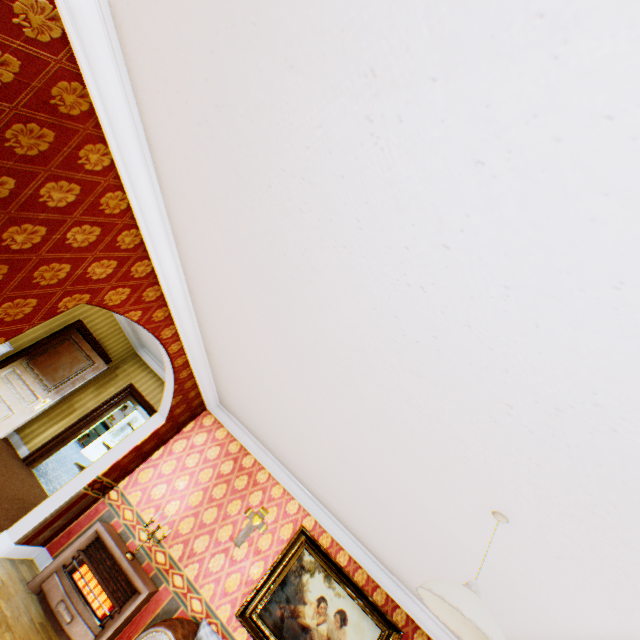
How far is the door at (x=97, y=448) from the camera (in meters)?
11.76

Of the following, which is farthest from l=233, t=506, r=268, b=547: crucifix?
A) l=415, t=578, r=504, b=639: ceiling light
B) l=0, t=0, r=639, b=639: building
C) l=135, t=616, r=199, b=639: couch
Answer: l=415, t=578, r=504, b=639: ceiling light

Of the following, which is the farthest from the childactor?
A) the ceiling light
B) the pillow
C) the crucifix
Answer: the ceiling light

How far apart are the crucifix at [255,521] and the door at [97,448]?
9.5m

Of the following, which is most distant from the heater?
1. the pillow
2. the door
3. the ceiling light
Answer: the door

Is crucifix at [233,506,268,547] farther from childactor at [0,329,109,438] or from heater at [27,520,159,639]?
childactor at [0,329,109,438]

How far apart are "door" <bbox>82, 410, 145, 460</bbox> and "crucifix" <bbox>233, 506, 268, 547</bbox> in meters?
9.5 m

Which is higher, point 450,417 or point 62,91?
point 450,417
